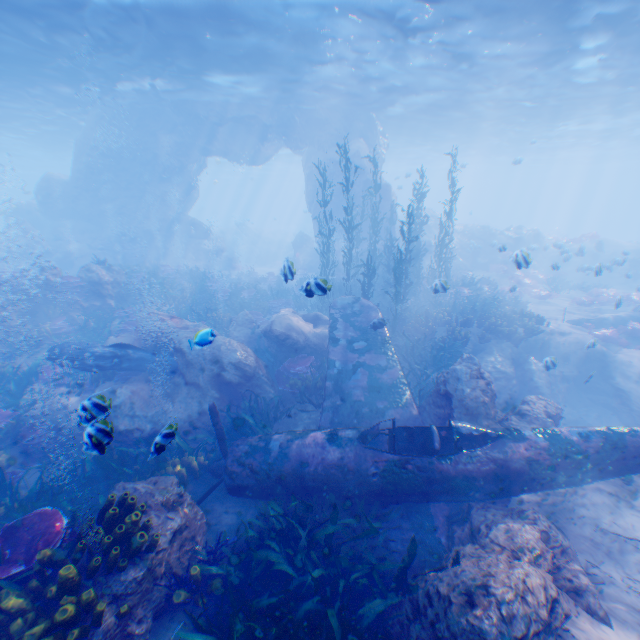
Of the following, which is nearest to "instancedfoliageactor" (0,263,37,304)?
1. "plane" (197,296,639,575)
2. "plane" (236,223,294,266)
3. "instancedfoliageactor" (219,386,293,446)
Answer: "plane" (197,296,639,575)

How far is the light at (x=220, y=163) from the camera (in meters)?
42.81

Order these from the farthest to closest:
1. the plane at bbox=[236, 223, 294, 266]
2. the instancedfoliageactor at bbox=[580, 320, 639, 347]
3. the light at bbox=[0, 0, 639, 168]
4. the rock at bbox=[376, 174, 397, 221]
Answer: the plane at bbox=[236, 223, 294, 266] → the rock at bbox=[376, 174, 397, 221] → the instancedfoliageactor at bbox=[580, 320, 639, 347] → the light at bbox=[0, 0, 639, 168]

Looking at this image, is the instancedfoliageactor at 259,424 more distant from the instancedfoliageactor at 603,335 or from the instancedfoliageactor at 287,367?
the instancedfoliageactor at 603,335

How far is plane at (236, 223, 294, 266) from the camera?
37.3m

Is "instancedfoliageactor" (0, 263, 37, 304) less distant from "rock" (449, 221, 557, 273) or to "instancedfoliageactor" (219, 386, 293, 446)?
"rock" (449, 221, 557, 273)

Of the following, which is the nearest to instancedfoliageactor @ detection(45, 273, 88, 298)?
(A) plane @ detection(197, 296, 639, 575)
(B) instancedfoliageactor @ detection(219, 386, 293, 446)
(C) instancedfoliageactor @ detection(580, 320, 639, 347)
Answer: (A) plane @ detection(197, 296, 639, 575)

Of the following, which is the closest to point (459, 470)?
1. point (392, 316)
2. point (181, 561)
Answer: point (181, 561)
